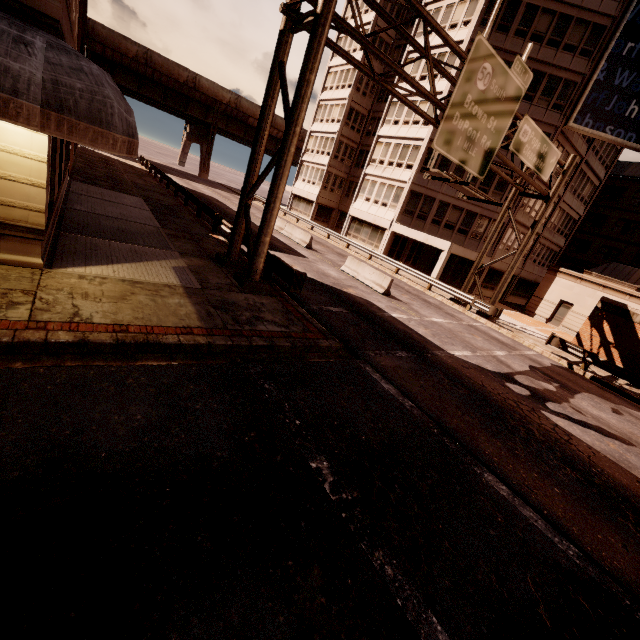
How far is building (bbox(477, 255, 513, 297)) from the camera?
30.9m

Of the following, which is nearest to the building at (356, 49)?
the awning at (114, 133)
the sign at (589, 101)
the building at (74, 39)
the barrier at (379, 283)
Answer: the sign at (589, 101)

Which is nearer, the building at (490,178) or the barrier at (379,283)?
the barrier at (379,283)

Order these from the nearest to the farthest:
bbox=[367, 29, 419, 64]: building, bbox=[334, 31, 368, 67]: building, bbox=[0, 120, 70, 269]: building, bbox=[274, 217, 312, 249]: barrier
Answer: bbox=[0, 120, 70, 269]: building → bbox=[274, 217, 312, 249]: barrier → bbox=[367, 29, 419, 64]: building → bbox=[334, 31, 368, 67]: building

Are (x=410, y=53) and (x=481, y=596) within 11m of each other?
no

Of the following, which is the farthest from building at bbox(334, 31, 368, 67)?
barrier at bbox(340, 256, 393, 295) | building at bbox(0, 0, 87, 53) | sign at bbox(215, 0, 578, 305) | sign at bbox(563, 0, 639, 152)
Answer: building at bbox(0, 0, 87, 53)
